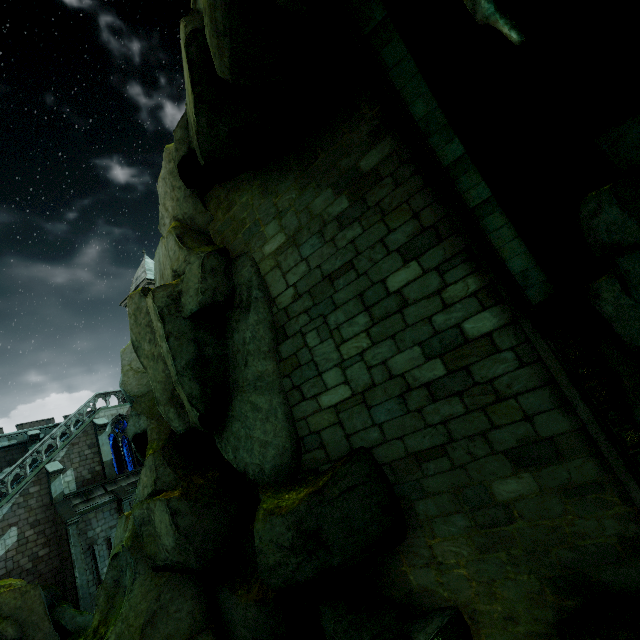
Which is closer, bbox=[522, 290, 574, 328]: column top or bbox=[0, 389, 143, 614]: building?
bbox=[522, 290, 574, 328]: column top

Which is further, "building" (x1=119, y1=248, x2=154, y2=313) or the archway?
"building" (x1=119, y1=248, x2=154, y2=313)

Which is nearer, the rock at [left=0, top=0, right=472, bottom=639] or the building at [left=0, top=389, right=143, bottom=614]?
the rock at [left=0, top=0, right=472, bottom=639]

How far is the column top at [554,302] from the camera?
5.7m

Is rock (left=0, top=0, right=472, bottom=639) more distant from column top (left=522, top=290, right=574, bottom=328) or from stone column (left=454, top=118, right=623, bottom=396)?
column top (left=522, top=290, right=574, bottom=328)

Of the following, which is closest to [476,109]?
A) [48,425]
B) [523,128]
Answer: [523,128]

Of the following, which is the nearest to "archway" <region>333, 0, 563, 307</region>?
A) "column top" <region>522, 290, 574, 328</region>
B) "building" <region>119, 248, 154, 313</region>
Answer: "column top" <region>522, 290, 574, 328</region>

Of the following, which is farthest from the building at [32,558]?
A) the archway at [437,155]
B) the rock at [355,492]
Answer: the archway at [437,155]
